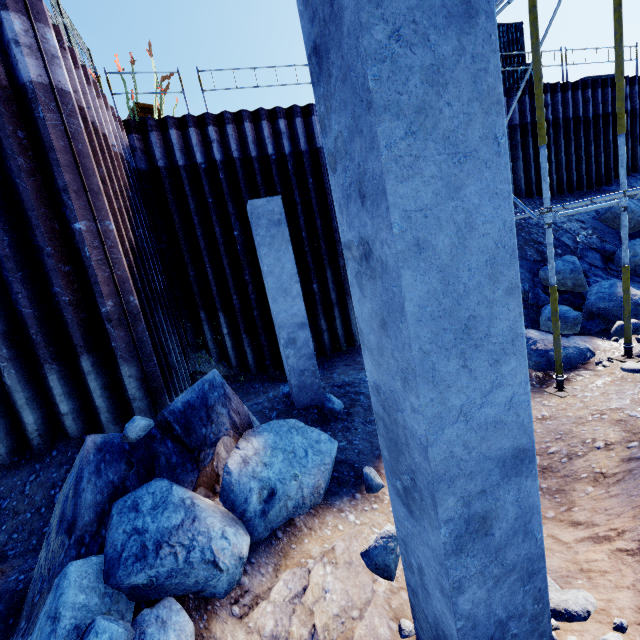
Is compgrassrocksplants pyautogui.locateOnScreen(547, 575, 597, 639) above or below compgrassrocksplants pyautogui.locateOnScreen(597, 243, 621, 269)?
below

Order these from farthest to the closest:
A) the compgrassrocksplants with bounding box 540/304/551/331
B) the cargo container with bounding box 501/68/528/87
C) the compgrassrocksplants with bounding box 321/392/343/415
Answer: the cargo container with bounding box 501/68/528/87 → the compgrassrocksplants with bounding box 540/304/551/331 → the compgrassrocksplants with bounding box 321/392/343/415

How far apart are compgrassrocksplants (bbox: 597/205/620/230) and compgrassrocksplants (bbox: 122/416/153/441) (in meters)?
13.65

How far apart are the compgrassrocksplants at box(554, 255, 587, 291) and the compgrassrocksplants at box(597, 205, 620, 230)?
2.5m

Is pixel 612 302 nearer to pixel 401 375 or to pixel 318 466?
pixel 318 466

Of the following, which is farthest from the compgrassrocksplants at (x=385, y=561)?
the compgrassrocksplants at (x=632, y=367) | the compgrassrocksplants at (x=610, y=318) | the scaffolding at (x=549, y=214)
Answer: the compgrassrocksplants at (x=610, y=318)

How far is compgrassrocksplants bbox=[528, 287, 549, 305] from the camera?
8.9 meters

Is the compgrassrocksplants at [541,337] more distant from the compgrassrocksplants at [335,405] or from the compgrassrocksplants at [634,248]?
the compgrassrocksplants at [634,248]
